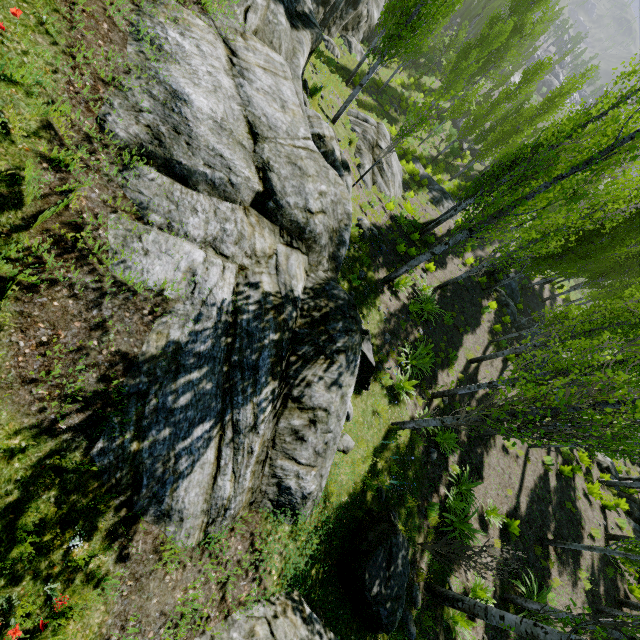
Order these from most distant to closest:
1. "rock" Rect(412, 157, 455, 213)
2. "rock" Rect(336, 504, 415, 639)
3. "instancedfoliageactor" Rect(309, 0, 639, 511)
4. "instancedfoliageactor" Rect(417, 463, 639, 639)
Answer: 1. "rock" Rect(412, 157, 455, 213)
2. "instancedfoliageactor" Rect(309, 0, 639, 511)
3. "instancedfoliageactor" Rect(417, 463, 639, 639)
4. "rock" Rect(336, 504, 415, 639)

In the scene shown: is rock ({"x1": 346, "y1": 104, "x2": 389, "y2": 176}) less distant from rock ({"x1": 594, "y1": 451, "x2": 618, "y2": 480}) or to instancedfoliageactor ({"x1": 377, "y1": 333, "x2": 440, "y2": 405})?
instancedfoliageactor ({"x1": 377, "y1": 333, "x2": 440, "y2": 405})

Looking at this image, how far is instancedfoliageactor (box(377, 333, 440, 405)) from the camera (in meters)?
9.60

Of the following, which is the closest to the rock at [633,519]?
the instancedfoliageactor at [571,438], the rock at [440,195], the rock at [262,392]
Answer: the instancedfoliageactor at [571,438]

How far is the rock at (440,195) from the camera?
24.0 meters

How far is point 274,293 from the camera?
4.8 meters
